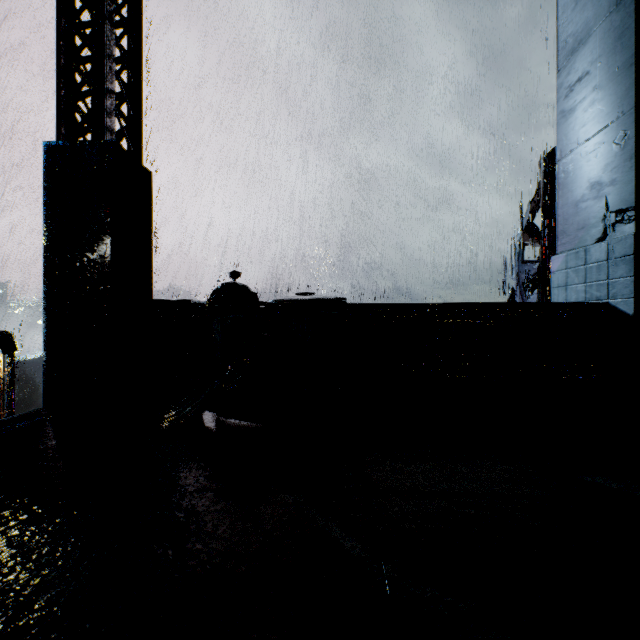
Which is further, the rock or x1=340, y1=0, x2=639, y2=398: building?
the rock

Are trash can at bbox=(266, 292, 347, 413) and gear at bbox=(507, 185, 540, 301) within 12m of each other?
no

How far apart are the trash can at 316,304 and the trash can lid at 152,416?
0.02m

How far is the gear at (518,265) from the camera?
15.34m

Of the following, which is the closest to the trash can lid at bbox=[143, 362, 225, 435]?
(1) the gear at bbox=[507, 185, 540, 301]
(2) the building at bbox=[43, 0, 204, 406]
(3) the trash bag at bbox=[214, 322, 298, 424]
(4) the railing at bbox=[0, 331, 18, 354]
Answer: (3) the trash bag at bbox=[214, 322, 298, 424]

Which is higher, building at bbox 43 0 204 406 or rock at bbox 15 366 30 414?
building at bbox 43 0 204 406

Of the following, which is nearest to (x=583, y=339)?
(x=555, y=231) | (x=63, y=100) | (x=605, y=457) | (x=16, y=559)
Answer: (x=605, y=457)

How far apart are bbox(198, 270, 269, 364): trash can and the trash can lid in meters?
0.0
